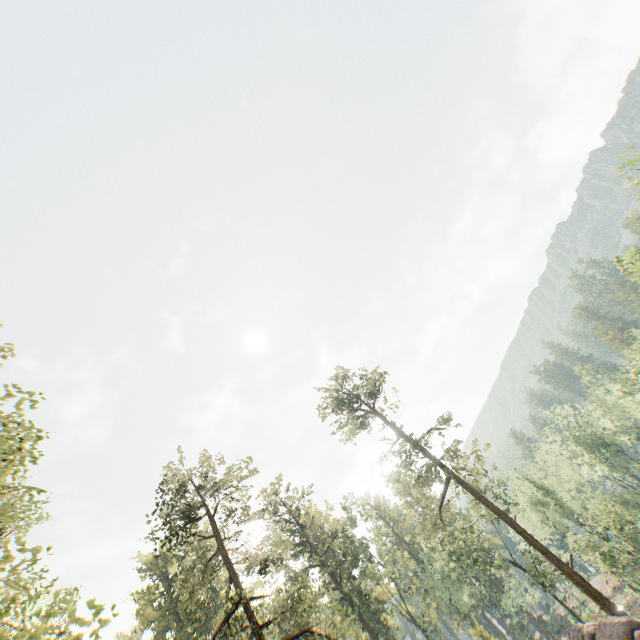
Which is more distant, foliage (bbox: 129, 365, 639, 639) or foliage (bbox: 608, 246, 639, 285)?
foliage (bbox: 129, 365, 639, 639)

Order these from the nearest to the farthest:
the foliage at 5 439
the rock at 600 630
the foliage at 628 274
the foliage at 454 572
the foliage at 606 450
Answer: the foliage at 5 439
the rock at 600 630
the foliage at 628 274
the foliage at 454 572
the foliage at 606 450

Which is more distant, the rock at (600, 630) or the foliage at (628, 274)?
the foliage at (628, 274)

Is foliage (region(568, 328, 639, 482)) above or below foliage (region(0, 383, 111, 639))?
below

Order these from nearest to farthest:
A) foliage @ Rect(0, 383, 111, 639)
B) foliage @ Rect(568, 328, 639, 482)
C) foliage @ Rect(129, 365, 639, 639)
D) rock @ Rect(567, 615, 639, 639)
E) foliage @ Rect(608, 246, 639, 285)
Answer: foliage @ Rect(0, 383, 111, 639) → rock @ Rect(567, 615, 639, 639) → foliage @ Rect(608, 246, 639, 285) → foliage @ Rect(129, 365, 639, 639) → foliage @ Rect(568, 328, 639, 482)

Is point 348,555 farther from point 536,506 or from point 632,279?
point 632,279

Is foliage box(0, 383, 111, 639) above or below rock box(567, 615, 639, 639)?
above
